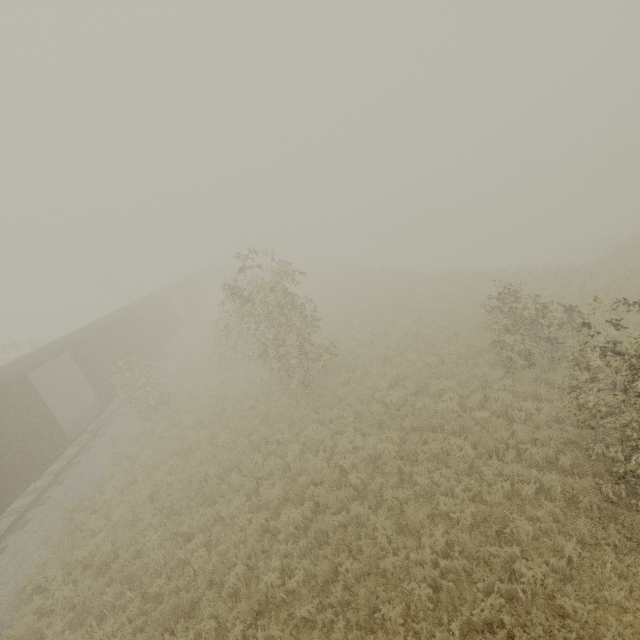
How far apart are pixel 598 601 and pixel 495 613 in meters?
1.8 m
